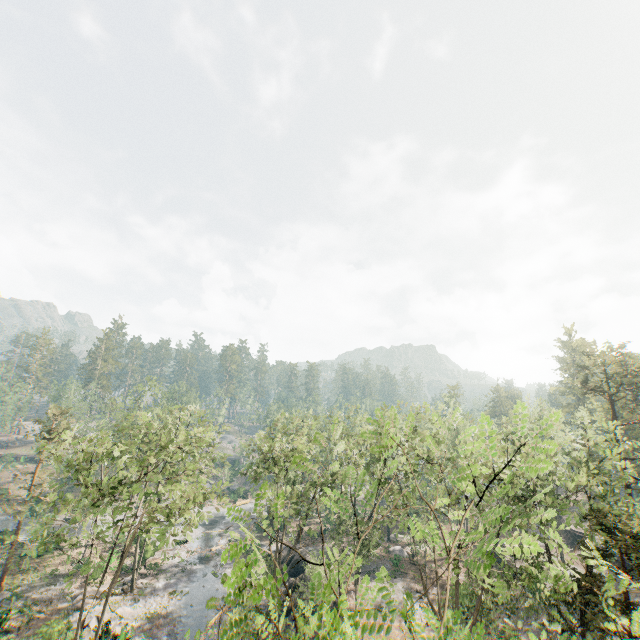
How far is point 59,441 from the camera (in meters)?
20.39

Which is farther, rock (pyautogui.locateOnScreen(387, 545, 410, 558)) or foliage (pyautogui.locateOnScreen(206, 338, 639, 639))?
rock (pyautogui.locateOnScreen(387, 545, 410, 558))

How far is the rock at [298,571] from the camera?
32.6 meters

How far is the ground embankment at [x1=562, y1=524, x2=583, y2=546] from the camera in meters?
43.7

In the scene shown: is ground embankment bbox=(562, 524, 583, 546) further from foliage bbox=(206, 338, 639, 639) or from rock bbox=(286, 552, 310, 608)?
rock bbox=(286, 552, 310, 608)

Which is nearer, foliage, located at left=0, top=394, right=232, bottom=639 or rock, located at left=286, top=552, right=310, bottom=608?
foliage, located at left=0, top=394, right=232, bottom=639

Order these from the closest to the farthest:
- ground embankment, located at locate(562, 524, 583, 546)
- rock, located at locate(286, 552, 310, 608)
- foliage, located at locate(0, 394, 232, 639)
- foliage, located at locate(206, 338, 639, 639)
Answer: foliage, located at locate(206, 338, 639, 639)
foliage, located at locate(0, 394, 232, 639)
rock, located at locate(286, 552, 310, 608)
ground embankment, located at locate(562, 524, 583, 546)

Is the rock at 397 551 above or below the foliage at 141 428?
above
